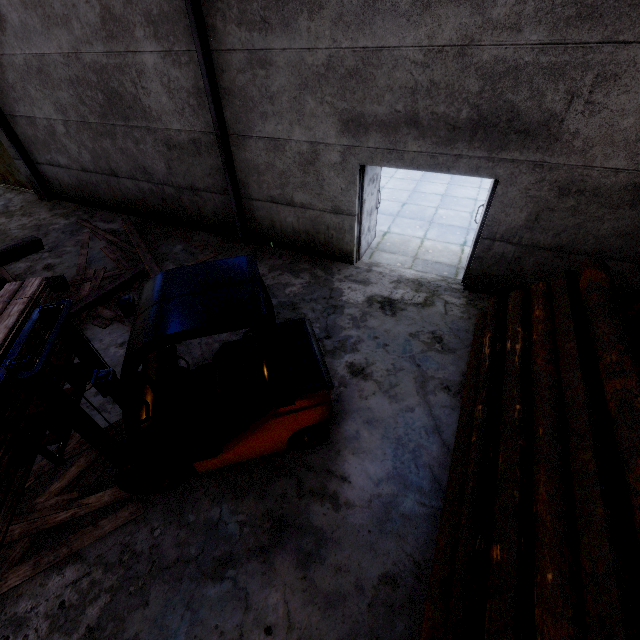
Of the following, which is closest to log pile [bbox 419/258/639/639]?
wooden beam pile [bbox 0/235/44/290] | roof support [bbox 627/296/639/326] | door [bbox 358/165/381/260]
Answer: roof support [bbox 627/296/639/326]

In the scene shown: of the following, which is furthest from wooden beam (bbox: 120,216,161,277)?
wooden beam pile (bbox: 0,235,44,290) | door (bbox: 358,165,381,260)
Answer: door (bbox: 358,165,381,260)

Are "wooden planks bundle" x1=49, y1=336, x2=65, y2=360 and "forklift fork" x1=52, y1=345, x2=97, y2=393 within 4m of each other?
yes

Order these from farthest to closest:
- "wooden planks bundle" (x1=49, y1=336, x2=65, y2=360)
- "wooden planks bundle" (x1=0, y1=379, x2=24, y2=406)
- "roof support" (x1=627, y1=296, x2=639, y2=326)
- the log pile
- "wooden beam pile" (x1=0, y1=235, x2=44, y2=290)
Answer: "wooden beam pile" (x1=0, y1=235, x2=44, y2=290) → "roof support" (x1=627, y1=296, x2=639, y2=326) → "wooden planks bundle" (x1=49, y1=336, x2=65, y2=360) → "wooden planks bundle" (x1=0, y1=379, x2=24, y2=406) → the log pile

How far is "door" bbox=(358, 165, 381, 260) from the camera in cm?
644

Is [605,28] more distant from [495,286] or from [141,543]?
[141,543]

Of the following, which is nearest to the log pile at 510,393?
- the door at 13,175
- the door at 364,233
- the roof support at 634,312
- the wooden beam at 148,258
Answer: the roof support at 634,312

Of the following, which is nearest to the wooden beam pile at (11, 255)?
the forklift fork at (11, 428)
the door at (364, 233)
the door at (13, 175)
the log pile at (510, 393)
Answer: the forklift fork at (11, 428)
